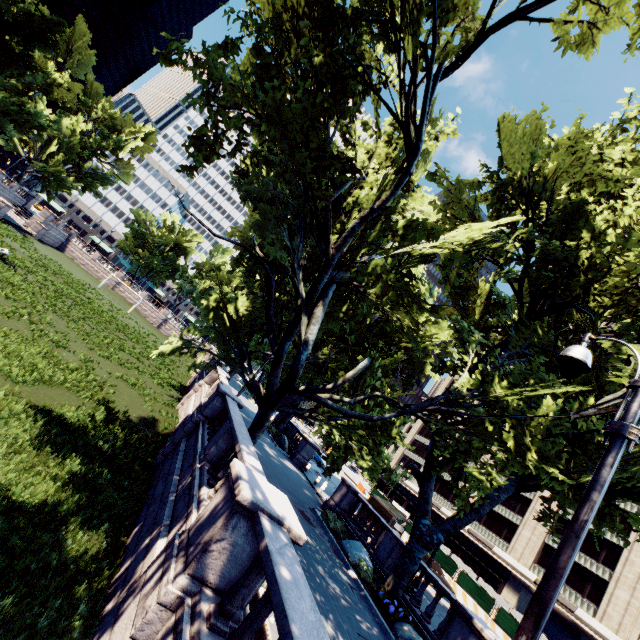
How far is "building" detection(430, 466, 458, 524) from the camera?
50.5m

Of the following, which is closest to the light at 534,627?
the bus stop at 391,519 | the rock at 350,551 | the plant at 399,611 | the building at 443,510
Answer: the plant at 399,611

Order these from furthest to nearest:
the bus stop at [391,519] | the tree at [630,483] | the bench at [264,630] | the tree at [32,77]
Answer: the tree at [32,77] < the bus stop at [391,519] < the tree at [630,483] < the bench at [264,630]

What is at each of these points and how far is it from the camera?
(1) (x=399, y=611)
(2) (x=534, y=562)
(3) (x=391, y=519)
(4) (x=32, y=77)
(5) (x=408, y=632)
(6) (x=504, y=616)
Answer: (1) plant, 11.39m
(2) building, 38.50m
(3) bus stop, 21.58m
(4) tree, 38.22m
(5) rock, 10.66m
(6) fence, 24.48m

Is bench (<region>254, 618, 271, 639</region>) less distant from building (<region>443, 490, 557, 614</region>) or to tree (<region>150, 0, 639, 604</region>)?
tree (<region>150, 0, 639, 604</region>)

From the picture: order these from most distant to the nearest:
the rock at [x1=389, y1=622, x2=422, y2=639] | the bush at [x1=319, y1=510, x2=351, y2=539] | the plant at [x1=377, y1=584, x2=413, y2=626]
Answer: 1. the bush at [x1=319, y1=510, x2=351, y2=539]
2. the plant at [x1=377, y1=584, x2=413, y2=626]
3. the rock at [x1=389, y1=622, x2=422, y2=639]

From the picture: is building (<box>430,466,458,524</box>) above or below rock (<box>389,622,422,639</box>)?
above

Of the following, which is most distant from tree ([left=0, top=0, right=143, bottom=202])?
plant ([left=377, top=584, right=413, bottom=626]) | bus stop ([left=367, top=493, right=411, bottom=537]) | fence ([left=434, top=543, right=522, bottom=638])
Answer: fence ([left=434, top=543, right=522, bottom=638])
